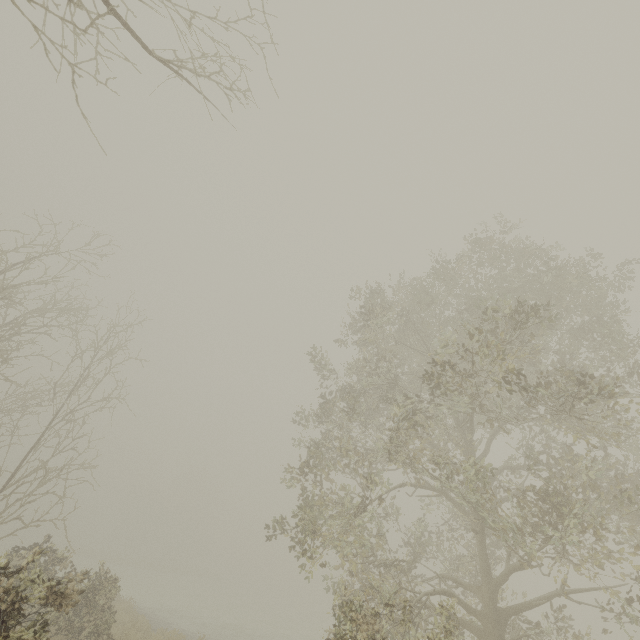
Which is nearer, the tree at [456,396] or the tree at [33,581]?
the tree at [33,581]

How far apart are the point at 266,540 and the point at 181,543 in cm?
6380

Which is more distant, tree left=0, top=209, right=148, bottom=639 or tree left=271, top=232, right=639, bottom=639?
tree left=271, top=232, right=639, bottom=639
